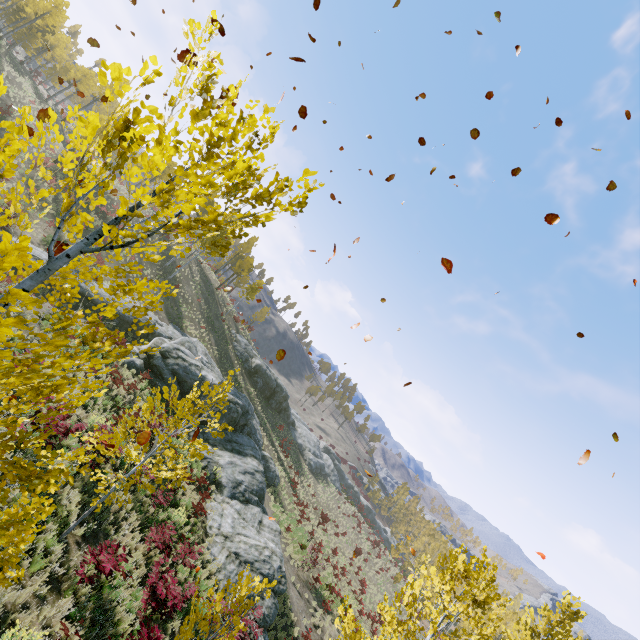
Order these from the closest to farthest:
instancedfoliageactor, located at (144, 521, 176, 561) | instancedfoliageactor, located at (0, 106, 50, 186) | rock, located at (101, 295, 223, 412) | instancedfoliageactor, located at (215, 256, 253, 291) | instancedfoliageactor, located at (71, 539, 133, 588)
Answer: instancedfoliageactor, located at (0, 106, 50, 186)
instancedfoliageactor, located at (71, 539, 133, 588)
instancedfoliageactor, located at (144, 521, 176, 561)
rock, located at (101, 295, 223, 412)
instancedfoliageactor, located at (215, 256, 253, 291)

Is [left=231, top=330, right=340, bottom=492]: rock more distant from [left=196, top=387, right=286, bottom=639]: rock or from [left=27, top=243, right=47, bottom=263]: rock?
[left=27, top=243, right=47, bottom=263]: rock

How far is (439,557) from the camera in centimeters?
952cm

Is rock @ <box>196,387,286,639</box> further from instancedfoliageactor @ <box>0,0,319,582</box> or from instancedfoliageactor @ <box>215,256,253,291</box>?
instancedfoliageactor @ <box>215,256,253,291</box>

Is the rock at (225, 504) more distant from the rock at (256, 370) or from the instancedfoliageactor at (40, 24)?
the rock at (256, 370)

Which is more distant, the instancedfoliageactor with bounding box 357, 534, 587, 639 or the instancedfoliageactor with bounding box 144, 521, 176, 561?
the instancedfoliageactor with bounding box 144, 521, 176, 561

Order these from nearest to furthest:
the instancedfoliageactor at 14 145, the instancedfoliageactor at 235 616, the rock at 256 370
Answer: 1. the instancedfoliageactor at 14 145
2. the instancedfoliageactor at 235 616
3. the rock at 256 370

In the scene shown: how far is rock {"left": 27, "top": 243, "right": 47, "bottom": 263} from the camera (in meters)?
19.59
